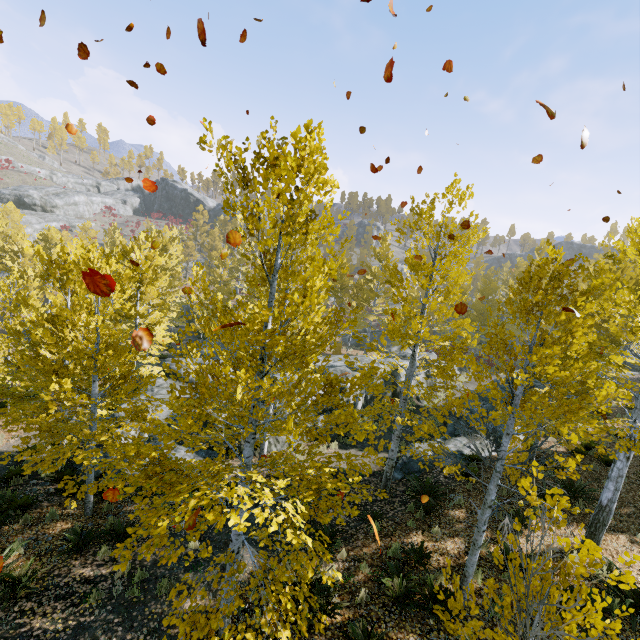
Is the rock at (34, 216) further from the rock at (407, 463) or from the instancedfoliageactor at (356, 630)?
the rock at (407, 463)

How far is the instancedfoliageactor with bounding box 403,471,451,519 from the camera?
9.6 meters

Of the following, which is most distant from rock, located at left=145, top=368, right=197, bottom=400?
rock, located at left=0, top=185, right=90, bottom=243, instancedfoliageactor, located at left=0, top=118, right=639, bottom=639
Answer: rock, located at left=0, top=185, right=90, bottom=243

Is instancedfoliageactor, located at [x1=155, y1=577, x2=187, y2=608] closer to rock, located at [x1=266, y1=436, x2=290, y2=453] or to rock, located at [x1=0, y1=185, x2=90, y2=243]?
rock, located at [x1=266, y1=436, x2=290, y2=453]

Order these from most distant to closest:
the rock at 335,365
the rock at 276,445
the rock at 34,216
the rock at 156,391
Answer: the rock at 34,216 < the rock at 335,365 < the rock at 156,391 < the rock at 276,445

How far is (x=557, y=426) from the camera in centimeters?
531cm
